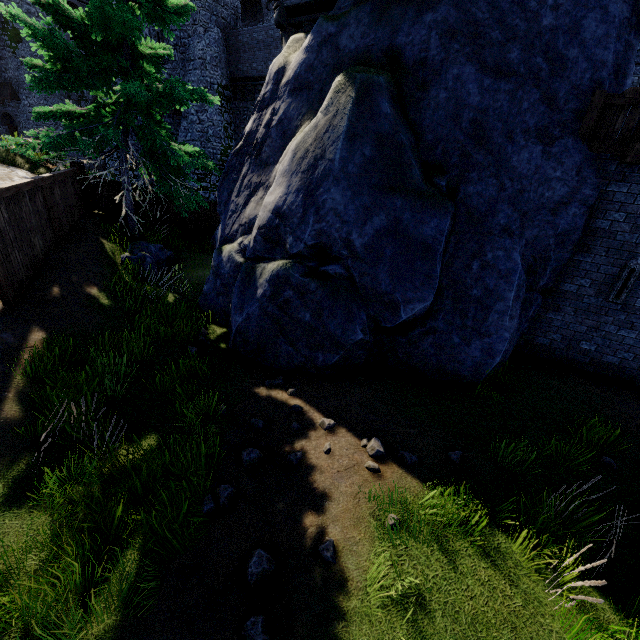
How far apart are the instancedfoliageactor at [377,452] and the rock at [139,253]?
8.27m

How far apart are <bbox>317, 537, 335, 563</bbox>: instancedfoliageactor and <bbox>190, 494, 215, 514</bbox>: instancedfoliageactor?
0.7m

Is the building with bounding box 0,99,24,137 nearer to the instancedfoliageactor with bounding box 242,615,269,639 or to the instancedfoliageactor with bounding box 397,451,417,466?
the instancedfoliageactor with bounding box 397,451,417,466

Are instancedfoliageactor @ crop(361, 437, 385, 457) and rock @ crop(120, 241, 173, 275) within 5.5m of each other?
no

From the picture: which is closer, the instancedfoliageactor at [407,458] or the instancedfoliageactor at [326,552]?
the instancedfoliageactor at [326,552]

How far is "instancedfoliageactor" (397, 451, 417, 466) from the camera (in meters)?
4.98

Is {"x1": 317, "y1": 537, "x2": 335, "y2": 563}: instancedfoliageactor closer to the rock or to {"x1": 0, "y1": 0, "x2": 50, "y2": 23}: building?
the rock

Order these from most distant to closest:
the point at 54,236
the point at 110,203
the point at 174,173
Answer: the point at 110,203 → the point at 174,173 → the point at 54,236
